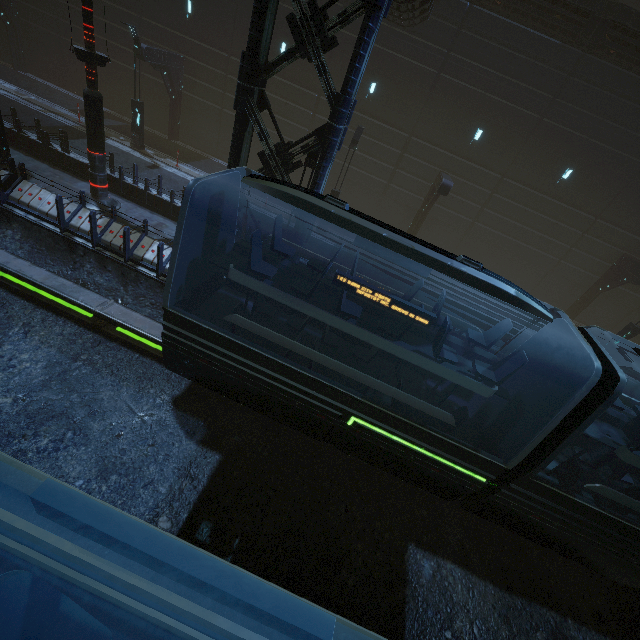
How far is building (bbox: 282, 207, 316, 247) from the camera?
9.6 meters

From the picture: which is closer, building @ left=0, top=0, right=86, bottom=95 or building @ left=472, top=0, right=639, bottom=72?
building @ left=472, top=0, right=639, bottom=72

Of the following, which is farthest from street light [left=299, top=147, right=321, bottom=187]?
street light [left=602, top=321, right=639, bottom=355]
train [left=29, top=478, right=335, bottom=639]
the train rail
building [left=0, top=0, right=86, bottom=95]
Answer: street light [left=602, top=321, right=639, bottom=355]

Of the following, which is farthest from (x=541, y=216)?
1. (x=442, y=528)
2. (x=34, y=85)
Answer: (x=34, y=85)

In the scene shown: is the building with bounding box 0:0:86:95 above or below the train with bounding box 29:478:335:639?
below

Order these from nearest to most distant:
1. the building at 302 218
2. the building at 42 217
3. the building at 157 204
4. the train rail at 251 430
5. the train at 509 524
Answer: the train at 509 524
the train rail at 251 430
the building at 302 218
the building at 42 217
the building at 157 204

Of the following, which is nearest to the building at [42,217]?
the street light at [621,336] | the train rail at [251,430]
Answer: the train rail at [251,430]
